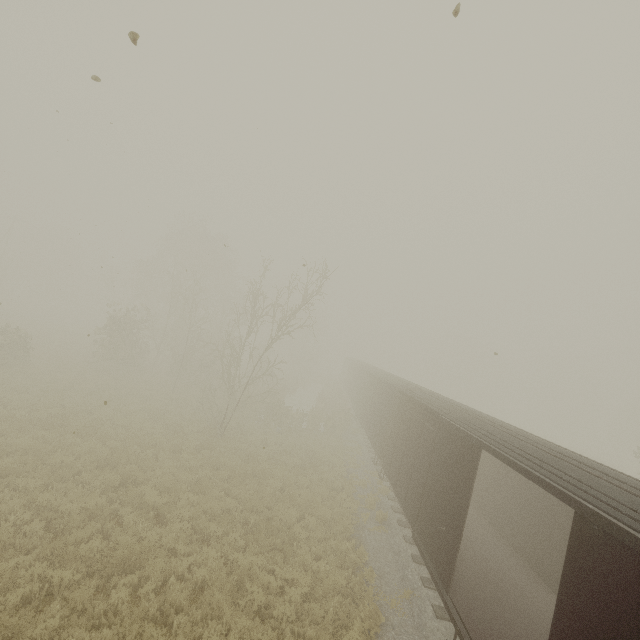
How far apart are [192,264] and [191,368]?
19.3m
